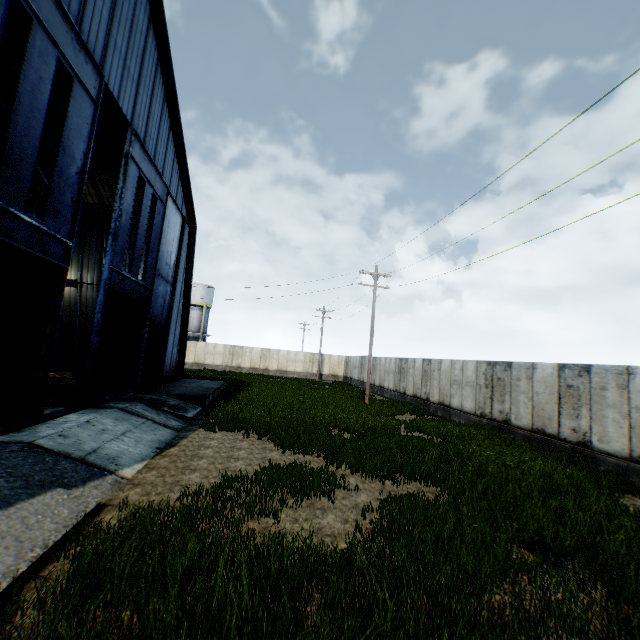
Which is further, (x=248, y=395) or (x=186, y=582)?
(x=248, y=395)

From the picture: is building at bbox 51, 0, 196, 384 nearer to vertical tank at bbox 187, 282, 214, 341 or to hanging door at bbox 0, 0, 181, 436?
hanging door at bbox 0, 0, 181, 436

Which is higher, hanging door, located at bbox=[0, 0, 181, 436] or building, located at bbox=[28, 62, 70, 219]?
building, located at bbox=[28, 62, 70, 219]

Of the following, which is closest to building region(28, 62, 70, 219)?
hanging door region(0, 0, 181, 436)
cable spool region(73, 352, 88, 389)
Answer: hanging door region(0, 0, 181, 436)

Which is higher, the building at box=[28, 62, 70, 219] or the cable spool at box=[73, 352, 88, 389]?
the building at box=[28, 62, 70, 219]

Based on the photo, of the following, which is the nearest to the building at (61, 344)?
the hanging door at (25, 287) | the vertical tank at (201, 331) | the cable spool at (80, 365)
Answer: the hanging door at (25, 287)

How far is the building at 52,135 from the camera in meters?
15.5 m

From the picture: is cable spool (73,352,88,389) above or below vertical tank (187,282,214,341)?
below
